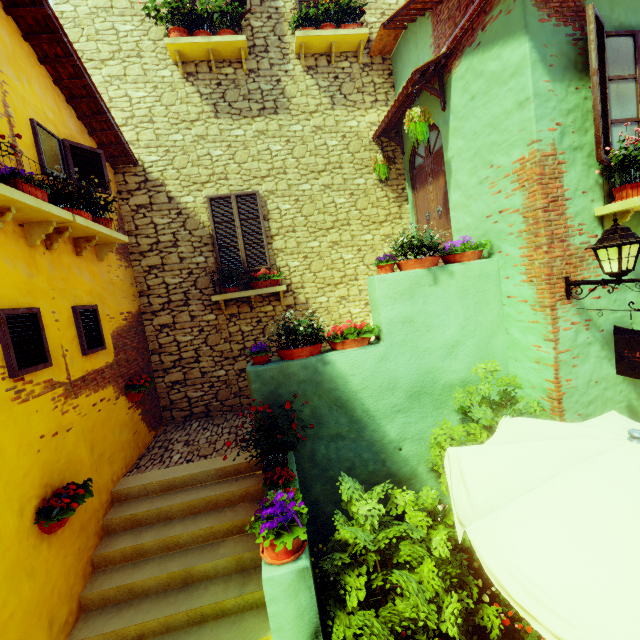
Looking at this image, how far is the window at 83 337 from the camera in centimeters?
444cm

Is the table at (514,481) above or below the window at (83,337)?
below

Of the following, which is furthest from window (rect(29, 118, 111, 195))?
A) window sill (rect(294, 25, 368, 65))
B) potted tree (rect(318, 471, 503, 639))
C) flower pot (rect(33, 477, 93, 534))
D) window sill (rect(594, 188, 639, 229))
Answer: window sill (rect(294, 25, 368, 65))

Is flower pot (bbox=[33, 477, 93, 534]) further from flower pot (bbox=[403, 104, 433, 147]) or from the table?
flower pot (bbox=[403, 104, 433, 147])

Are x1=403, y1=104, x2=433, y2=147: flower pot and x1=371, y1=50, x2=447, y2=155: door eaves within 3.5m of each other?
yes

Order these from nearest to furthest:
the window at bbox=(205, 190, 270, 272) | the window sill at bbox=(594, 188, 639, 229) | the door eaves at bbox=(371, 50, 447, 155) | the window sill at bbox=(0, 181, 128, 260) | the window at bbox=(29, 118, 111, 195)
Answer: the window sill at bbox=(0, 181, 128, 260) < the window sill at bbox=(594, 188, 639, 229) < the window at bbox=(29, 118, 111, 195) < the door eaves at bbox=(371, 50, 447, 155) < the window at bbox=(205, 190, 270, 272)

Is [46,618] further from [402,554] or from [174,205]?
[174,205]

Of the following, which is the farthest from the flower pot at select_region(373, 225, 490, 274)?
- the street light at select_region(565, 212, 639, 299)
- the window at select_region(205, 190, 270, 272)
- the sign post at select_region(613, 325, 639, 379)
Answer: the window at select_region(205, 190, 270, 272)
